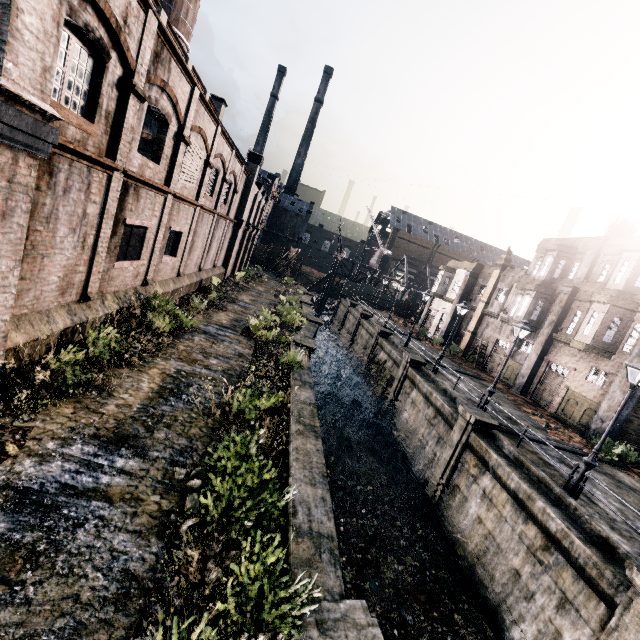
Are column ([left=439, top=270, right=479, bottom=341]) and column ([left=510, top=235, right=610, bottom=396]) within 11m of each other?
no

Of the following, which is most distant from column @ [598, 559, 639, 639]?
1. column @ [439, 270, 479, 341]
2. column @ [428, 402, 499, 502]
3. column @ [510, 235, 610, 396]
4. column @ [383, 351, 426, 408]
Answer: column @ [439, 270, 479, 341]

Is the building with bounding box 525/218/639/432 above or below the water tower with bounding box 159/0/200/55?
below

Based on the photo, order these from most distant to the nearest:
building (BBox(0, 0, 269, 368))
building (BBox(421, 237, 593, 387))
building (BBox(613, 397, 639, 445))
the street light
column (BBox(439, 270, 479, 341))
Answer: column (BBox(439, 270, 479, 341)) → building (BBox(421, 237, 593, 387)) → building (BBox(613, 397, 639, 445)) → the street light → building (BBox(0, 0, 269, 368))

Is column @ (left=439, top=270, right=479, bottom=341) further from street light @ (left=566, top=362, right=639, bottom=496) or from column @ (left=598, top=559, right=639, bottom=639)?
column @ (left=598, top=559, right=639, bottom=639)

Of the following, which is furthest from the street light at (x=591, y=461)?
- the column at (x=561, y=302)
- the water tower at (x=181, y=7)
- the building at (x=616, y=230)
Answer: the water tower at (x=181, y=7)

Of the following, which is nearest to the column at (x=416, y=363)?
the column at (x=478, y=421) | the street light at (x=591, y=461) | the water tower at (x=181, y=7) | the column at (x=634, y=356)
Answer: the column at (x=478, y=421)

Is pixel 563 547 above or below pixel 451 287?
below
